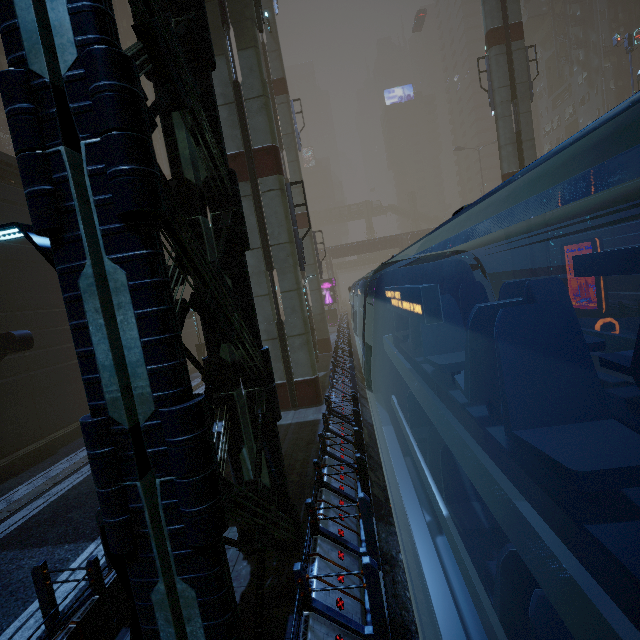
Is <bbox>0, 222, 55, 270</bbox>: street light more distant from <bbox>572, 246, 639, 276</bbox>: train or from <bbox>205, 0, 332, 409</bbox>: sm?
<bbox>205, 0, 332, 409</bbox>: sm

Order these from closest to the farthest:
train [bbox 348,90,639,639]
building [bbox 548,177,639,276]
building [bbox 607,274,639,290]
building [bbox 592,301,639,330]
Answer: train [bbox 348,90,639,639] < building [bbox 592,301,639,330] < building [bbox 548,177,639,276] < building [bbox 607,274,639,290]

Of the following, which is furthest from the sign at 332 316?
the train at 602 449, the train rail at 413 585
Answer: the train at 602 449

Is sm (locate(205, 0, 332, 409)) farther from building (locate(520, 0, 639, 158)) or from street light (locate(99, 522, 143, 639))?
street light (locate(99, 522, 143, 639))

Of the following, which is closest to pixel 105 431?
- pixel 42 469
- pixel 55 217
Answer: pixel 55 217

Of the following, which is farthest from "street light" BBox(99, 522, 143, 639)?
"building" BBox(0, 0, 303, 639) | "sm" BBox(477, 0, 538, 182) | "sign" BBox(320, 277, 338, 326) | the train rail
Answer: "sign" BBox(320, 277, 338, 326)

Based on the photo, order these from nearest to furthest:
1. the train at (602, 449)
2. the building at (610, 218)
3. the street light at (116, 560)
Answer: the train at (602, 449) < the street light at (116, 560) < the building at (610, 218)

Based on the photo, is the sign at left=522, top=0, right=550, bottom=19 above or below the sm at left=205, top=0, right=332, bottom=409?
above
